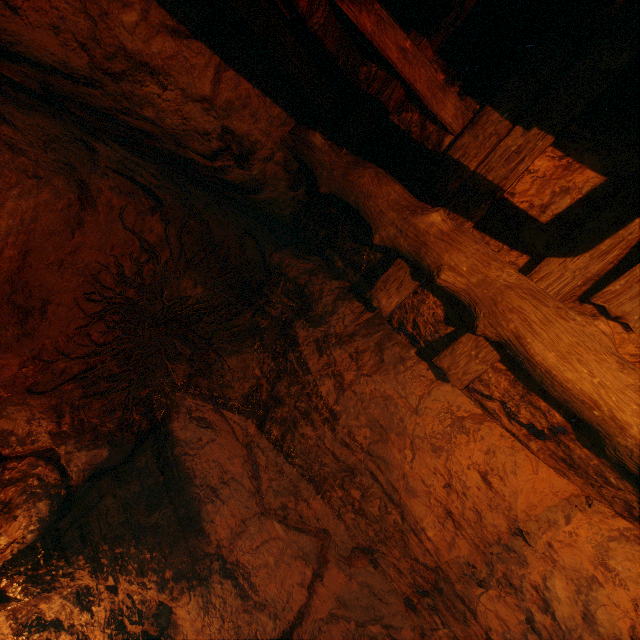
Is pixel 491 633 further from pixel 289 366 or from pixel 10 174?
pixel 10 174
